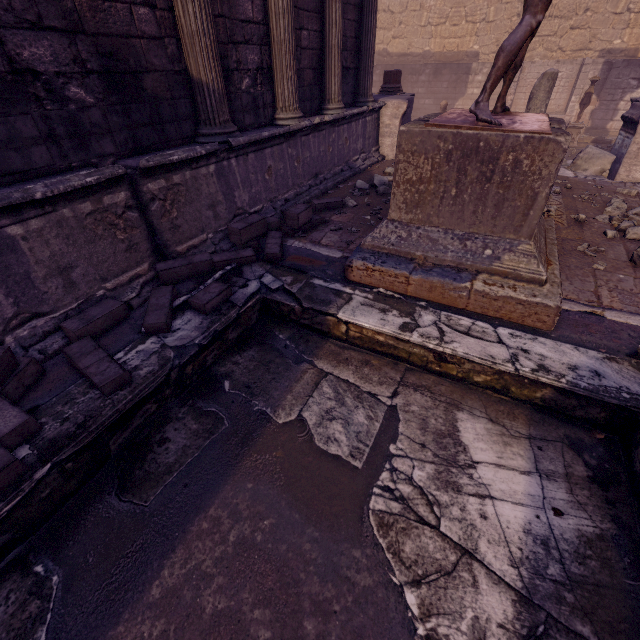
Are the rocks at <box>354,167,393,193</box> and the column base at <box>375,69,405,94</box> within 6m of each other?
yes

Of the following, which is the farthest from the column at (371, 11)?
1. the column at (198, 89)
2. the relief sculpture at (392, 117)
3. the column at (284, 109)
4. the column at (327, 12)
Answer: the column at (198, 89)

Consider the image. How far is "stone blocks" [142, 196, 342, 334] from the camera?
2.9m

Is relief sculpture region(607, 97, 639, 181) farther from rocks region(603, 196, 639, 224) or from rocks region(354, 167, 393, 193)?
rocks region(354, 167, 393, 193)

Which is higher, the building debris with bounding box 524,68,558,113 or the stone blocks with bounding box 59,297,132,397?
the building debris with bounding box 524,68,558,113

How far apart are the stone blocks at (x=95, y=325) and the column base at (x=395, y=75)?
10.3 meters

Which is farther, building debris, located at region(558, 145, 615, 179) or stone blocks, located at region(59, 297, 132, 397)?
building debris, located at region(558, 145, 615, 179)

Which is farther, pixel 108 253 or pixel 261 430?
pixel 108 253
